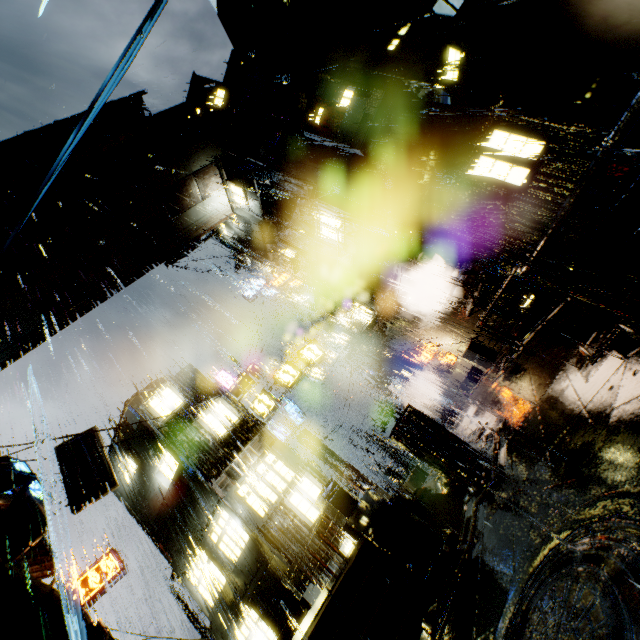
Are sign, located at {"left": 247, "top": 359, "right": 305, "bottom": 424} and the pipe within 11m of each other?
no

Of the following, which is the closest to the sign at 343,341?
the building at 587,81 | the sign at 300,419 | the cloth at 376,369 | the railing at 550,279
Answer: the building at 587,81

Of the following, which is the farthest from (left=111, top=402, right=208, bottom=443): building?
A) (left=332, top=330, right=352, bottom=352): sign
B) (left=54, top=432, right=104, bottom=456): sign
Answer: (left=54, top=432, right=104, bottom=456): sign

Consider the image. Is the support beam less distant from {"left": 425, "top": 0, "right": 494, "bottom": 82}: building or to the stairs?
{"left": 425, "top": 0, "right": 494, "bottom": 82}: building

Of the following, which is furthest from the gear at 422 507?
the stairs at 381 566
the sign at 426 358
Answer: the sign at 426 358

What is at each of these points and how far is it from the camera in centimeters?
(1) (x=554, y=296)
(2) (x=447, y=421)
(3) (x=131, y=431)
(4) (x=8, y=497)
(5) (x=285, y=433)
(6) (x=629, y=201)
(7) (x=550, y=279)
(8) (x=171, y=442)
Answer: (1) building, 1334cm
(2) pipe, 2620cm
(3) building, 1812cm
(4) sign, 1600cm
(5) sign, 2691cm
(6) building, 1138cm
(7) railing, 466cm
(8) building, 1616cm

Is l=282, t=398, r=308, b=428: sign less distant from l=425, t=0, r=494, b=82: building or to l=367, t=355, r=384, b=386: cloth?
l=425, t=0, r=494, b=82: building

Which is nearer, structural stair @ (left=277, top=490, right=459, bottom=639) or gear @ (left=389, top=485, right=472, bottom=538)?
structural stair @ (left=277, top=490, right=459, bottom=639)
